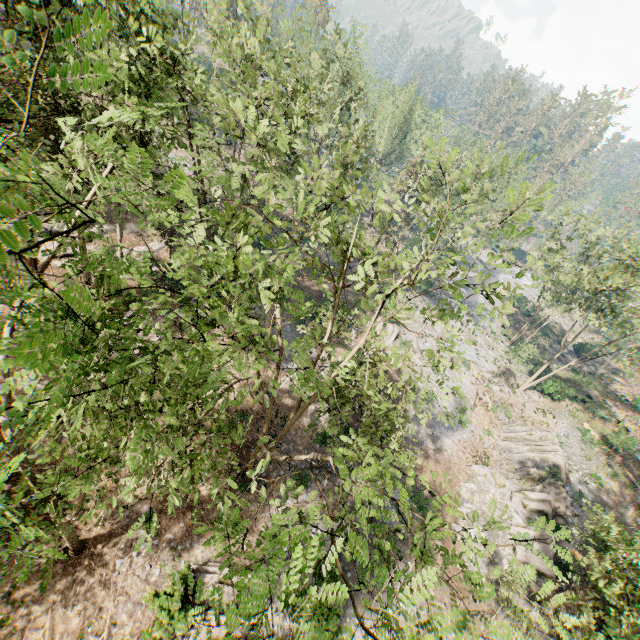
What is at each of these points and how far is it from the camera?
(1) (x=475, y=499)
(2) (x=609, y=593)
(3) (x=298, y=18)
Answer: (1) rock, 24.6 meters
(2) foliage, 13.6 meters
(3) foliage, 21.9 meters

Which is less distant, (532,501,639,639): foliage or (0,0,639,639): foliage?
(0,0,639,639): foliage

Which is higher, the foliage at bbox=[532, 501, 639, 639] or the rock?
the foliage at bbox=[532, 501, 639, 639]

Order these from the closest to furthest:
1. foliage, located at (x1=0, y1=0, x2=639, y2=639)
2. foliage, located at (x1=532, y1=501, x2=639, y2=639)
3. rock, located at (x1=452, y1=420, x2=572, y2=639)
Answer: foliage, located at (x1=0, y1=0, x2=639, y2=639)
foliage, located at (x1=532, y1=501, x2=639, y2=639)
rock, located at (x1=452, y1=420, x2=572, y2=639)

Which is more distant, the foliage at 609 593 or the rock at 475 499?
the rock at 475 499

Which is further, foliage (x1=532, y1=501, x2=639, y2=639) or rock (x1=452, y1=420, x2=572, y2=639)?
rock (x1=452, y1=420, x2=572, y2=639)

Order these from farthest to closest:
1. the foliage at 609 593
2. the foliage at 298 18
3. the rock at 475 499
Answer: the rock at 475 499 < the foliage at 609 593 < the foliage at 298 18
